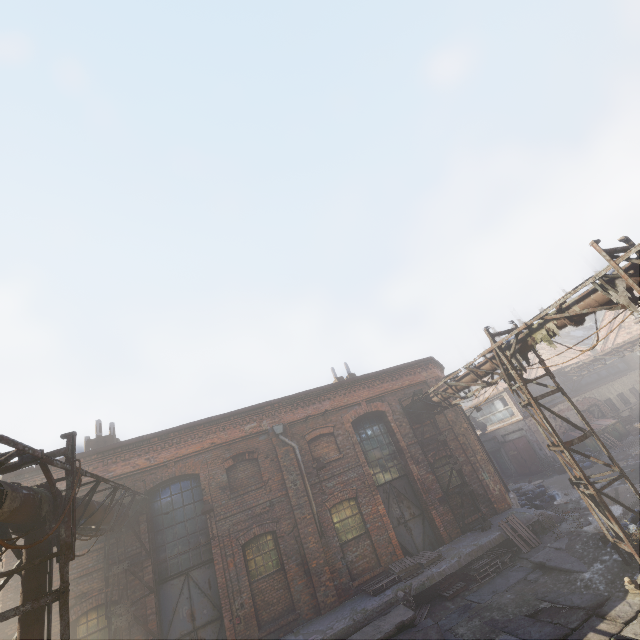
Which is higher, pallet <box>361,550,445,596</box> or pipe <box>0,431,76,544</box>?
pipe <box>0,431,76,544</box>

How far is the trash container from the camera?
22.8 meters

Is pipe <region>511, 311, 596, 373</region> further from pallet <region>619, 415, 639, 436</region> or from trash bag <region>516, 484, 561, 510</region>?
pallet <region>619, 415, 639, 436</region>

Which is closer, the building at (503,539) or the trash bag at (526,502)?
the building at (503,539)

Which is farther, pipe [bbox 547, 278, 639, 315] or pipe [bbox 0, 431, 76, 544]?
pipe [bbox 547, 278, 639, 315]

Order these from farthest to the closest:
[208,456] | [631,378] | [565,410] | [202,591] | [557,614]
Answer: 1. [631,378]
2. [565,410]
3. [208,456]
4. [202,591]
5. [557,614]

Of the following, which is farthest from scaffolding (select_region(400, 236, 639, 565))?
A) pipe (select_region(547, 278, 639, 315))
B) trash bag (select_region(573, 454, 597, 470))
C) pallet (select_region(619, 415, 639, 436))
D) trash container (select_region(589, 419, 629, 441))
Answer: pallet (select_region(619, 415, 639, 436))

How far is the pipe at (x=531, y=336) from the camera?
8.3m
